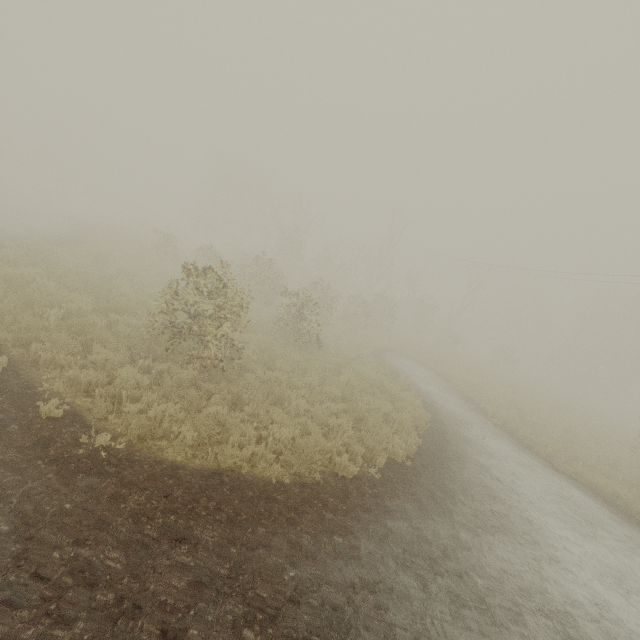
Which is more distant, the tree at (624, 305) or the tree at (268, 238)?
the tree at (624, 305)

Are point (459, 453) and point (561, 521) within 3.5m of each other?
yes

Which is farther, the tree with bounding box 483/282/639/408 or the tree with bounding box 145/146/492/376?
the tree with bounding box 483/282/639/408

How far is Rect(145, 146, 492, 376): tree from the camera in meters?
8.1 m

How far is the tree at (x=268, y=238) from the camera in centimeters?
809cm
